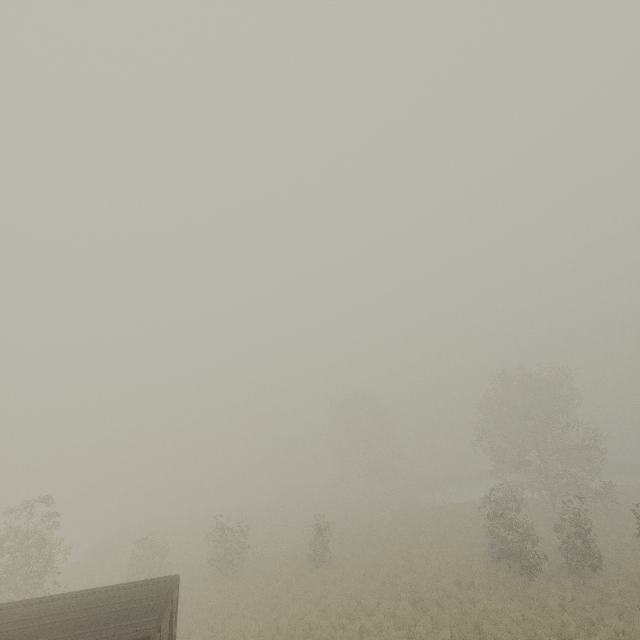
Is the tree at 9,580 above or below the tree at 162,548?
above

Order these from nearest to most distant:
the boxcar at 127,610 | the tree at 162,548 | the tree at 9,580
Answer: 1. the boxcar at 127,610
2. the tree at 9,580
3. the tree at 162,548

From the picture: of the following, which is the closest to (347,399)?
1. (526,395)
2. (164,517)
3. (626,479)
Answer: (526,395)

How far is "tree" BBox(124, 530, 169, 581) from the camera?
22.98m

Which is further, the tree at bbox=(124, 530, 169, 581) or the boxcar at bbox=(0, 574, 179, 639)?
the tree at bbox=(124, 530, 169, 581)

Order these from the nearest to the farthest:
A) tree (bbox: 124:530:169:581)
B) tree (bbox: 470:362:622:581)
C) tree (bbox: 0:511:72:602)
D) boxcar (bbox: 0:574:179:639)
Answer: boxcar (bbox: 0:574:179:639) → tree (bbox: 0:511:72:602) → tree (bbox: 470:362:622:581) → tree (bbox: 124:530:169:581)

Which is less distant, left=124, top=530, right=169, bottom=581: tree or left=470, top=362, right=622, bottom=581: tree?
left=470, top=362, right=622, bottom=581: tree
